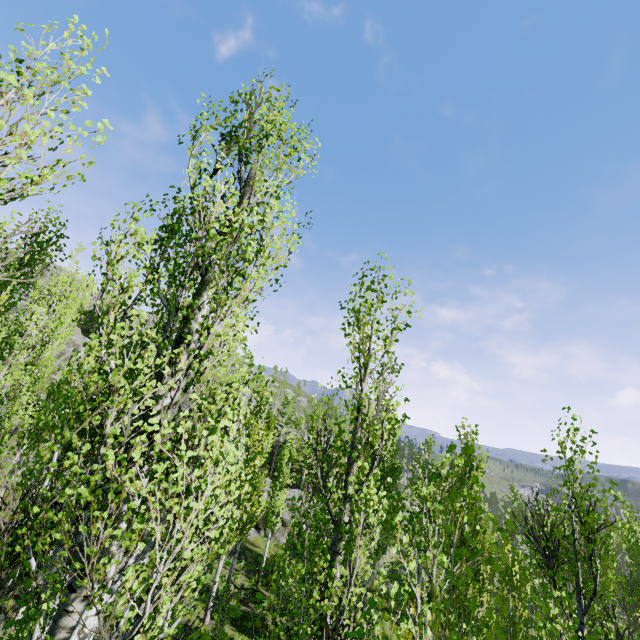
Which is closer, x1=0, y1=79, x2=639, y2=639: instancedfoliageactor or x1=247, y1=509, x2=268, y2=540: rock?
x1=0, y1=79, x2=639, y2=639: instancedfoliageactor

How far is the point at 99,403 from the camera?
5.2m

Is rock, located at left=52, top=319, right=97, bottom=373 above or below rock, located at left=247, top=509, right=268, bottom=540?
above

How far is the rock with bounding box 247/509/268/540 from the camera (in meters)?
27.48

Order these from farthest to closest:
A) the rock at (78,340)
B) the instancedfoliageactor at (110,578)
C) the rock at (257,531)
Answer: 1. the rock at (78,340)
2. the rock at (257,531)
3. the instancedfoliageactor at (110,578)

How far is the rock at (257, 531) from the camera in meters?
27.5 m

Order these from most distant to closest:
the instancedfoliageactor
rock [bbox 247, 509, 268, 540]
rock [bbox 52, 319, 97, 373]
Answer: rock [bbox 52, 319, 97, 373] < rock [bbox 247, 509, 268, 540] < the instancedfoliageactor
